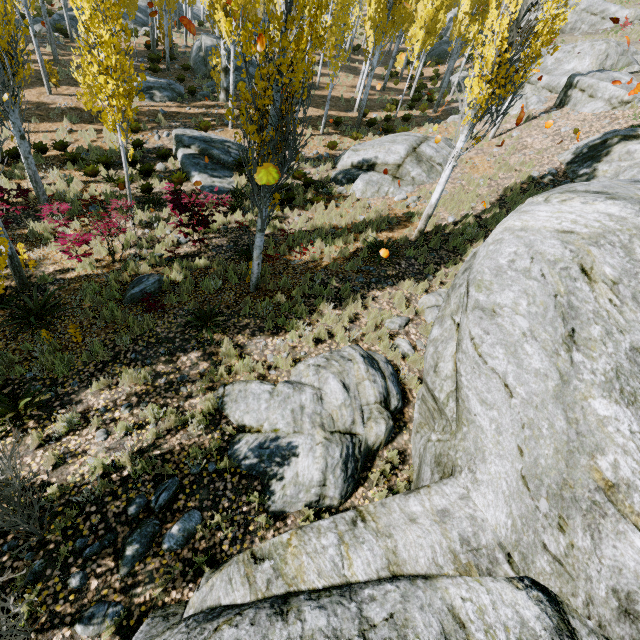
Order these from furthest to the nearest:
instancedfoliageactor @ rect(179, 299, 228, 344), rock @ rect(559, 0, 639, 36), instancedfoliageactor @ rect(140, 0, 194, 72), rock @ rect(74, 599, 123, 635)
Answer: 1. rock @ rect(559, 0, 639, 36)
2. instancedfoliageactor @ rect(140, 0, 194, 72)
3. instancedfoliageactor @ rect(179, 299, 228, 344)
4. rock @ rect(74, 599, 123, 635)

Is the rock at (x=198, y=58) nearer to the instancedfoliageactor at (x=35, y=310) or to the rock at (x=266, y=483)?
the instancedfoliageactor at (x=35, y=310)

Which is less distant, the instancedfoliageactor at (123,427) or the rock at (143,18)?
the instancedfoliageactor at (123,427)

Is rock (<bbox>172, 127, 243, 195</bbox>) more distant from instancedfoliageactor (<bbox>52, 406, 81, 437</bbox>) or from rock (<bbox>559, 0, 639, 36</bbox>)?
rock (<bbox>559, 0, 639, 36</bbox>)

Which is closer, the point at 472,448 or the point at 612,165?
the point at 472,448

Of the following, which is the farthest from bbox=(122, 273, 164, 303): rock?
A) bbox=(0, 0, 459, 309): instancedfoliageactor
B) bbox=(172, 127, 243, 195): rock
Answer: bbox=(172, 127, 243, 195): rock

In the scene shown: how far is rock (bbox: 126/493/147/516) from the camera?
4.5m

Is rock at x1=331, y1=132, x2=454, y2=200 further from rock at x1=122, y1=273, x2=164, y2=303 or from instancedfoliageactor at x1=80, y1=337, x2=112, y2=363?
rock at x1=122, y1=273, x2=164, y2=303
